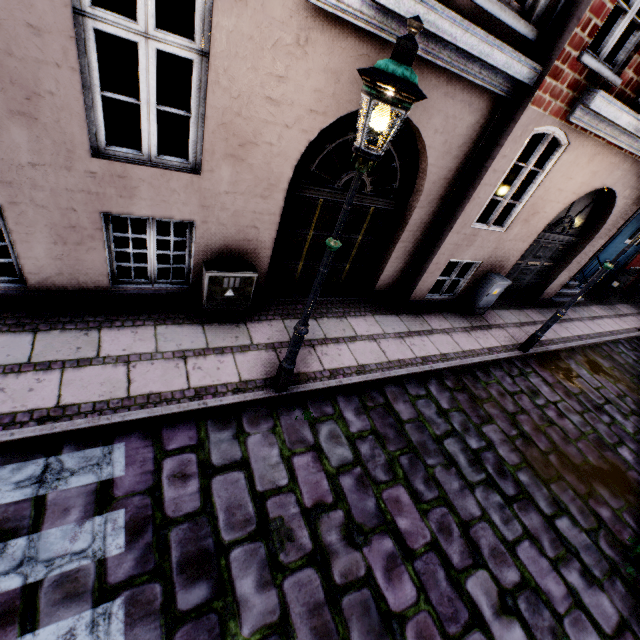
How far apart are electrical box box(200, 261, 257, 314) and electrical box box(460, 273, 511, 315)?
5.4m

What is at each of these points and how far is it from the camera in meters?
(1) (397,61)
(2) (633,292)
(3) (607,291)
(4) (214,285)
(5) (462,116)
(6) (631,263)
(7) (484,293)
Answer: (1) street light, 2.2 m
(2) electrical box, 12.8 m
(3) electrical box, 11.6 m
(4) electrical box, 4.8 m
(5) building, 4.9 m
(6) building, 11.5 m
(7) electrical box, 7.5 m

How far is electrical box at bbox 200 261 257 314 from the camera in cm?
477

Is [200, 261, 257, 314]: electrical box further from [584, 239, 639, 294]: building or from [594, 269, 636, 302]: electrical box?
[594, 269, 636, 302]: electrical box

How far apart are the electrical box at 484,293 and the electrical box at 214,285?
5.37m

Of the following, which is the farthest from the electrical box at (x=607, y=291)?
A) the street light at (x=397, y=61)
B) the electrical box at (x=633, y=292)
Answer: the electrical box at (x=633, y=292)

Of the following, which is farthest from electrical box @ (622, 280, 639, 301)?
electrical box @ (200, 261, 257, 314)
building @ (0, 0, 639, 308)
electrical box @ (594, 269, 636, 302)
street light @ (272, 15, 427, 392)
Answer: electrical box @ (200, 261, 257, 314)

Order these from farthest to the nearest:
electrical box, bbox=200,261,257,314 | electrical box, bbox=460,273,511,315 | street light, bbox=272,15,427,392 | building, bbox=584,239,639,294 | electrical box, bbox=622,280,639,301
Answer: electrical box, bbox=622,280,639,301 < building, bbox=584,239,639,294 < electrical box, bbox=460,273,511,315 < electrical box, bbox=200,261,257,314 < street light, bbox=272,15,427,392
